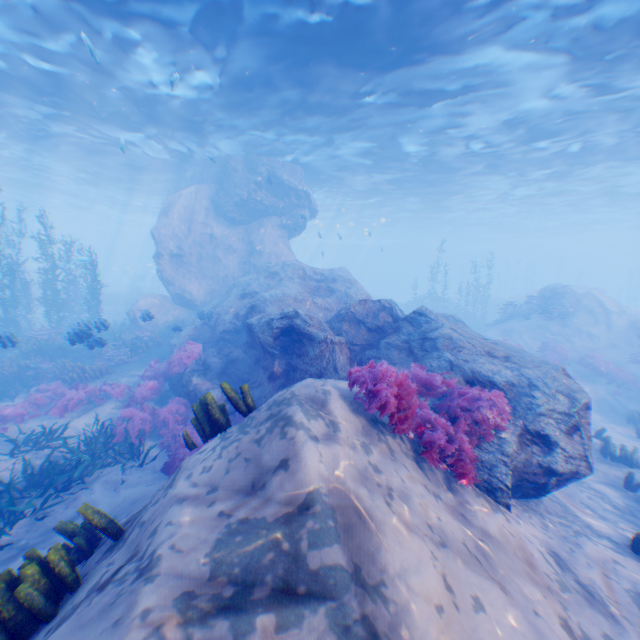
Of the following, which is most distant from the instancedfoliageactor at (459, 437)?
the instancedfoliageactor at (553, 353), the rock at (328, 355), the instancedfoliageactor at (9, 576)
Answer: the instancedfoliageactor at (553, 353)

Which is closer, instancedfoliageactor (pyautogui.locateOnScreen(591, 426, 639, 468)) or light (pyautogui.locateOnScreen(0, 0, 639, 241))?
instancedfoliageactor (pyautogui.locateOnScreen(591, 426, 639, 468))

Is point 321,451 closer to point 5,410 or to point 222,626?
point 222,626

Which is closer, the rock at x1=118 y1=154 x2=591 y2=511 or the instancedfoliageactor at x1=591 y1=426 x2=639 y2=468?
the rock at x1=118 y1=154 x2=591 y2=511

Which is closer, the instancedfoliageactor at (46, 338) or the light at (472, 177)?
the instancedfoliageactor at (46, 338)

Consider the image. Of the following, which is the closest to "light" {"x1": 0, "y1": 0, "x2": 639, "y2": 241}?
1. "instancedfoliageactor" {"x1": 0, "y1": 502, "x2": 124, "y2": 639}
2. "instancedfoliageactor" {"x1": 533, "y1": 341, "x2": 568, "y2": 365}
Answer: "instancedfoliageactor" {"x1": 0, "y1": 502, "x2": 124, "y2": 639}

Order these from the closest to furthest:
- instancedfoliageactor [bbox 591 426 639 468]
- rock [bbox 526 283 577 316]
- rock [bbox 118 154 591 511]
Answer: rock [bbox 118 154 591 511] → instancedfoliageactor [bbox 591 426 639 468] → rock [bbox 526 283 577 316]

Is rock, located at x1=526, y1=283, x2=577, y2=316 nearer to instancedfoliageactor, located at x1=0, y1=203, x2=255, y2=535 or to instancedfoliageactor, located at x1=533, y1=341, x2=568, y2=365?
instancedfoliageactor, located at x1=0, y1=203, x2=255, y2=535
